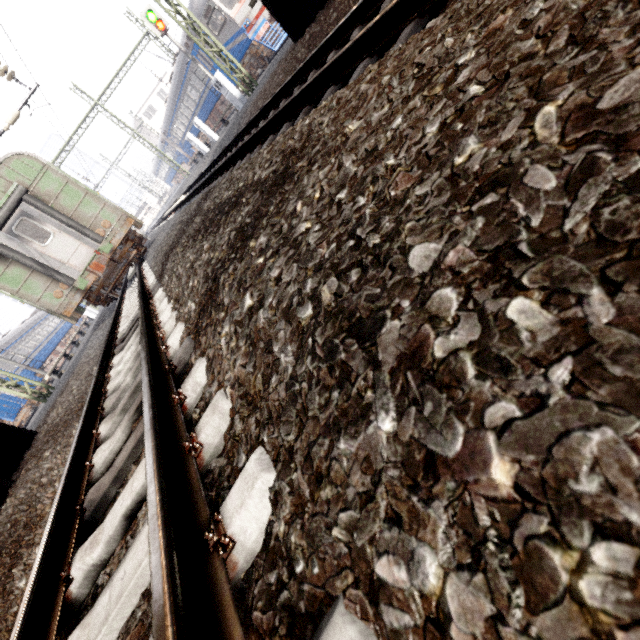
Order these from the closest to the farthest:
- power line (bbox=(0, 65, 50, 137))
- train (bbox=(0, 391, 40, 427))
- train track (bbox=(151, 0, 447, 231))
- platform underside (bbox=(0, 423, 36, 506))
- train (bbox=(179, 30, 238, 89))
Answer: train track (bbox=(151, 0, 447, 231)) < platform underside (bbox=(0, 423, 36, 506)) < power line (bbox=(0, 65, 50, 137)) < train (bbox=(0, 391, 40, 427)) < train (bbox=(179, 30, 238, 89))

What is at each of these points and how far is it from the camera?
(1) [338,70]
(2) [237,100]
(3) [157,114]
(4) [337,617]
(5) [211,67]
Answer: (1) train track, 2.8m
(2) electrical box, 13.5m
(3) building, 54.1m
(4) train track, 0.6m
(5) train, 19.2m

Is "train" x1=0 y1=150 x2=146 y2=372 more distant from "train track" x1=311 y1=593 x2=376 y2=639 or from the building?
the building

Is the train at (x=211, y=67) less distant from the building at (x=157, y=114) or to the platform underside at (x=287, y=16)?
the building at (x=157, y=114)

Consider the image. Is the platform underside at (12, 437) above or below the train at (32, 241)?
below

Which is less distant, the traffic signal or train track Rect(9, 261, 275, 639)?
train track Rect(9, 261, 275, 639)

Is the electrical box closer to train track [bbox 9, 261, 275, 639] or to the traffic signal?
the traffic signal

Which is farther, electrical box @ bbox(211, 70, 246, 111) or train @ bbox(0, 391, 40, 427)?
train @ bbox(0, 391, 40, 427)
